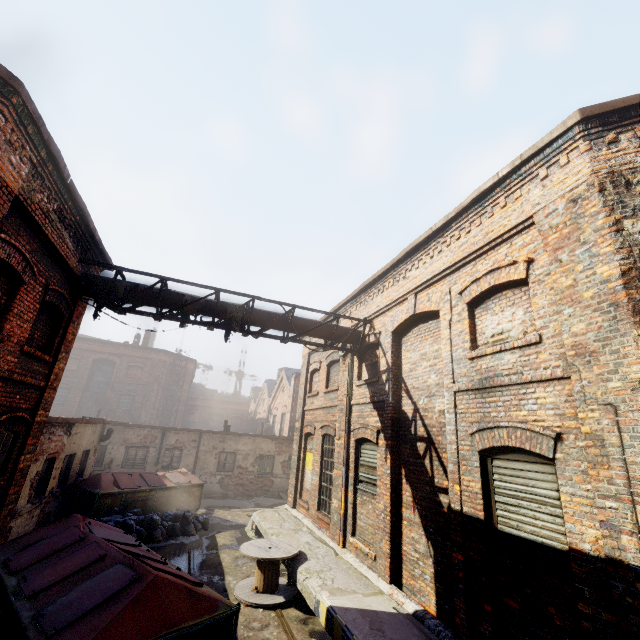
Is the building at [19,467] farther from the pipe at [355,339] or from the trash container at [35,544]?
the trash container at [35,544]

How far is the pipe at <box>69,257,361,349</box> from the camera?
7.86m

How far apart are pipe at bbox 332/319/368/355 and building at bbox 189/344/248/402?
43.25m

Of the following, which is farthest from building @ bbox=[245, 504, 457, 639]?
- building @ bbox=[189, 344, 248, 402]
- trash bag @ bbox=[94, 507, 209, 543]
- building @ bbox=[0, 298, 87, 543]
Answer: building @ bbox=[189, 344, 248, 402]

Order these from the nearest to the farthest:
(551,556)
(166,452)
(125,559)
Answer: (551,556)
(125,559)
(166,452)

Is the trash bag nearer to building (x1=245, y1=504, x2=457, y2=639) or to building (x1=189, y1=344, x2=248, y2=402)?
building (x1=245, y1=504, x2=457, y2=639)

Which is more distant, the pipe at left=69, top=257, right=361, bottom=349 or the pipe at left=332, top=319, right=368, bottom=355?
the pipe at left=332, top=319, right=368, bottom=355

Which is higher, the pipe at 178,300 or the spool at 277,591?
the pipe at 178,300
